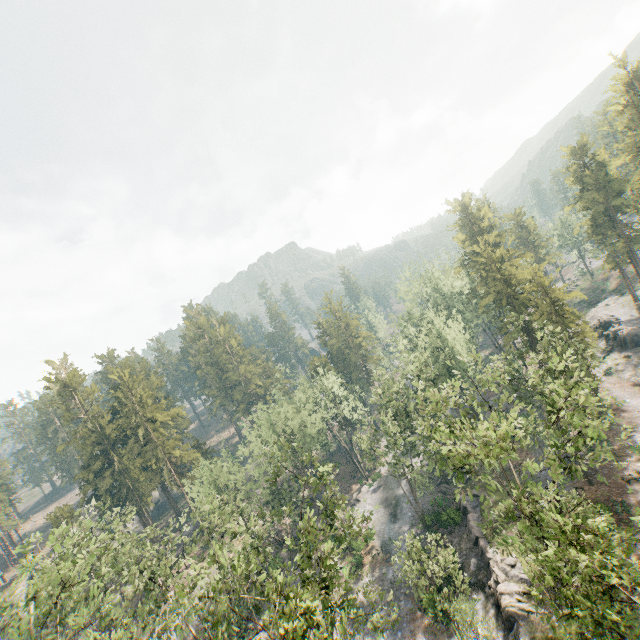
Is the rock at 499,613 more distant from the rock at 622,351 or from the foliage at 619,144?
the rock at 622,351

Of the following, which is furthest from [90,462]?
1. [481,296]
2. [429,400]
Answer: [481,296]

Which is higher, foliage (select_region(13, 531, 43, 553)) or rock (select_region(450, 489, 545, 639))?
foliage (select_region(13, 531, 43, 553))

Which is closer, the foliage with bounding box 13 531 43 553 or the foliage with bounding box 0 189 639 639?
the foliage with bounding box 0 189 639 639

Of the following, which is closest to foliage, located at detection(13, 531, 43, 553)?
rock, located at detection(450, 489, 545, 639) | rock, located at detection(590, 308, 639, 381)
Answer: rock, located at detection(450, 489, 545, 639)

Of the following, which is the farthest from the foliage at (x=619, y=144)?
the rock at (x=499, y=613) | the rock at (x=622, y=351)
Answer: the rock at (x=622, y=351)
